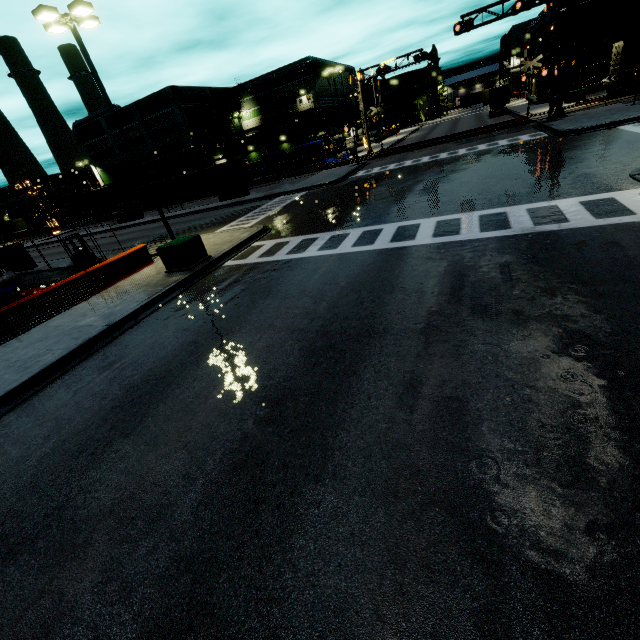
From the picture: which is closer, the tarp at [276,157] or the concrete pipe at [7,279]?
the concrete pipe at [7,279]

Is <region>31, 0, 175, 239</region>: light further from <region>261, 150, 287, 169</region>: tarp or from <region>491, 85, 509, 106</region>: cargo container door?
<region>491, 85, 509, 106</region>: cargo container door

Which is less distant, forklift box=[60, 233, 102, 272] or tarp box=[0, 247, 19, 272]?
forklift box=[60, 233, 102, 272]

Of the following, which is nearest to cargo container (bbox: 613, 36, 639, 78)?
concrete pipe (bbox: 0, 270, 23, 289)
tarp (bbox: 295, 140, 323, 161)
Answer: tarp (bbox: 295, 140, 323, 161)

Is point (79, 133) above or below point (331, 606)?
above

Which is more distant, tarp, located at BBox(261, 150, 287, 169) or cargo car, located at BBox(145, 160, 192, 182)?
cargo car, located at BBox(145, 160, 192, 182)

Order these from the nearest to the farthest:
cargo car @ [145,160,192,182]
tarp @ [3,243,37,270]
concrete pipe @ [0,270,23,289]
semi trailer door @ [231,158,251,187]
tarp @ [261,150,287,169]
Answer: concrete pipe @ [0,270,23,289]
tarp @ [3,243,37,270]
semi trailer door @ [231,158,251,187]
tarp @ [261,150,287,169]
cargo car @ [145,160,192,182]

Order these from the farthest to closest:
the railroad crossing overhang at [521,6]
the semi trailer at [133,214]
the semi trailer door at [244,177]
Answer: the semi trailer at [133,214] → the semi trailer door at [244,177] → the railroad crossing overhang at [521,6]
